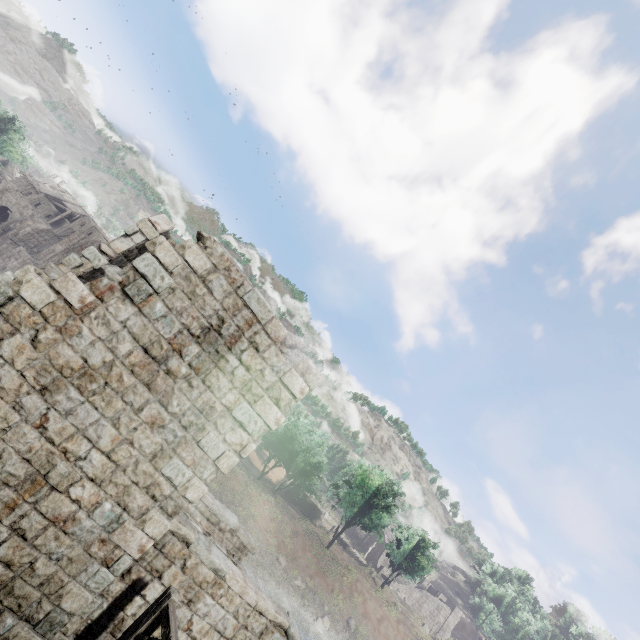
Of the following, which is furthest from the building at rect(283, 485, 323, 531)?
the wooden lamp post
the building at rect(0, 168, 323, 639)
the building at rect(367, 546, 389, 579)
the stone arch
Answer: the stone arch

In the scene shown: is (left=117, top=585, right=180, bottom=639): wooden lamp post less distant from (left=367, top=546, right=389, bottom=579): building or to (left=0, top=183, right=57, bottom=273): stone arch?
(left=0, top=183, right=57, bottom=273): stone arch

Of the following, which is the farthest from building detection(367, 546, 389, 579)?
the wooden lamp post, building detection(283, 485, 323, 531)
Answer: the wooden lamp post

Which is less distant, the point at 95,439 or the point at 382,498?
the point at 95,439

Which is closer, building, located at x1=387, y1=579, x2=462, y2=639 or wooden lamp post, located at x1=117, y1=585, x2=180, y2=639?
wooden lamp post, located at x1=117, y1=585, x2=180, y2=639

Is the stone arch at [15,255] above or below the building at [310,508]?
below

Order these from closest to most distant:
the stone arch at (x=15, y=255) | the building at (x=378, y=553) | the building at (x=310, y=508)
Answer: the stone arch at (x=15, y=255) → the building at (x=310, y=508) → the building at (x=378, y=553)

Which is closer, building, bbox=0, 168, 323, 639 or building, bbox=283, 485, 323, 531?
building, bbox=0, 168, 323, 639
